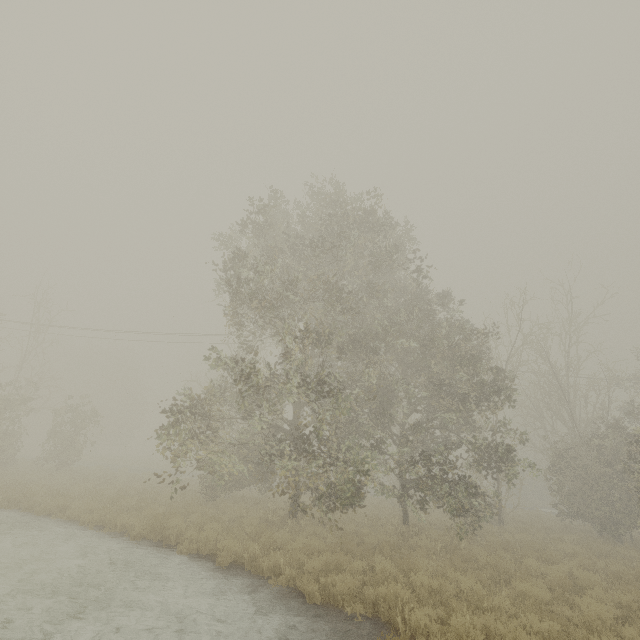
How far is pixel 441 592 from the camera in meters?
7.4
